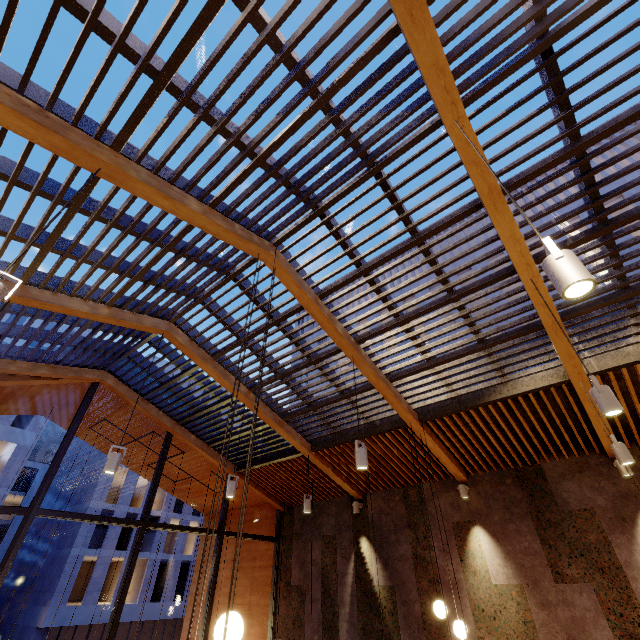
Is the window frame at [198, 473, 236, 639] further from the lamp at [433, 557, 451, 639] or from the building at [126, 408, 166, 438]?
the lamp at [433, 557, 451, 639]

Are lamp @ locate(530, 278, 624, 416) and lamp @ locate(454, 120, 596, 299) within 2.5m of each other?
yes

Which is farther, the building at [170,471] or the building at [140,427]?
the building at [170,471]

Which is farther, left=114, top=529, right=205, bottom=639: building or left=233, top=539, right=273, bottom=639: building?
left=114, top=529, right=205, bottom=639: building

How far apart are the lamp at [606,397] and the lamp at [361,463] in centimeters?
253cm

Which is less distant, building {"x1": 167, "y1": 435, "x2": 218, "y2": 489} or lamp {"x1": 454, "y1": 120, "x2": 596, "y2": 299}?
lamp {"x1": 454, "y1": 120, "x2": 596, "y2": 299}

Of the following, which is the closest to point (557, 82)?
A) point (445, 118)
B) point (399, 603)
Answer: point (445, 118)
